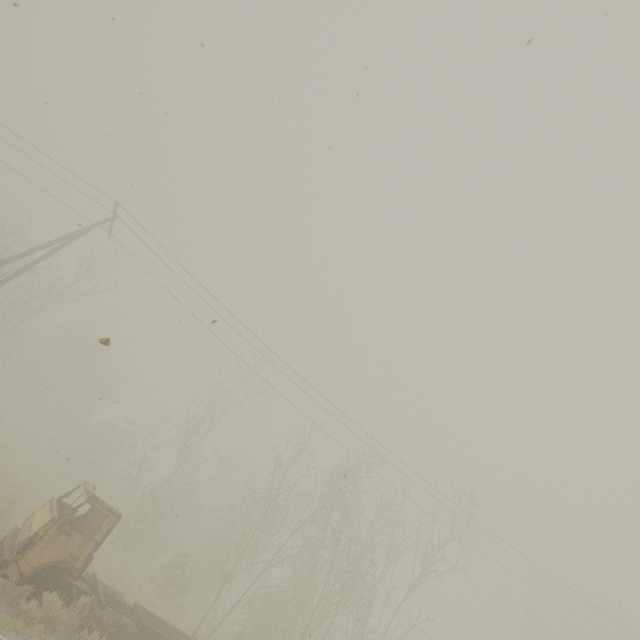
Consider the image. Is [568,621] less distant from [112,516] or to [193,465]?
[193,465]
